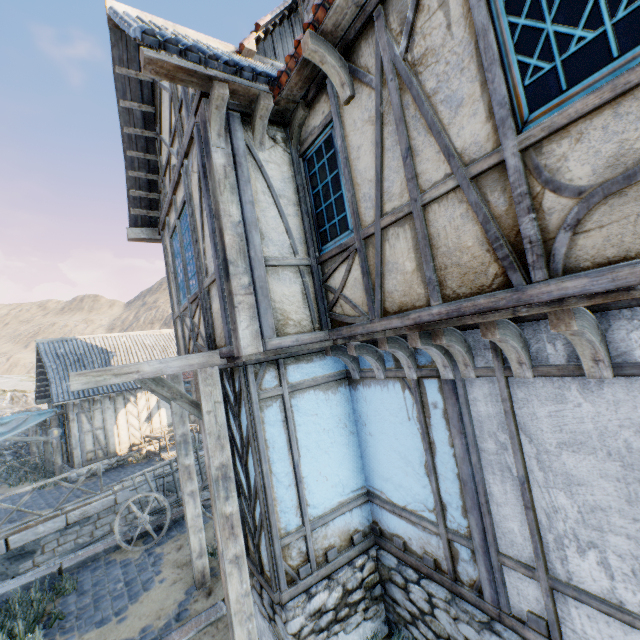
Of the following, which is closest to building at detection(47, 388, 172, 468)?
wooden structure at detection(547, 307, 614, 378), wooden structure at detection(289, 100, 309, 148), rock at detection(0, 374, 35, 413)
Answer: rock at detection(0, 374, 35, 413)

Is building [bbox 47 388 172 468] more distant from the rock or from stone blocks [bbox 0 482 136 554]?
the rock

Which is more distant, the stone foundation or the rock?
the rock

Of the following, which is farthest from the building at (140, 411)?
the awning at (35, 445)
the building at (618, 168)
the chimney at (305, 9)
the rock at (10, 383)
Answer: the chimney at (305, 9)

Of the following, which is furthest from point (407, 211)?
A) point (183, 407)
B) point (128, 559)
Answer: point (128, 559)

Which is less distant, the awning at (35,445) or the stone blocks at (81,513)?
the stone blocks at (81,513)

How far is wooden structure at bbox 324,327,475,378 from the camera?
3.0m

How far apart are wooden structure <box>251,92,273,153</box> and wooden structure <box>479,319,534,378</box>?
3.2 meters
